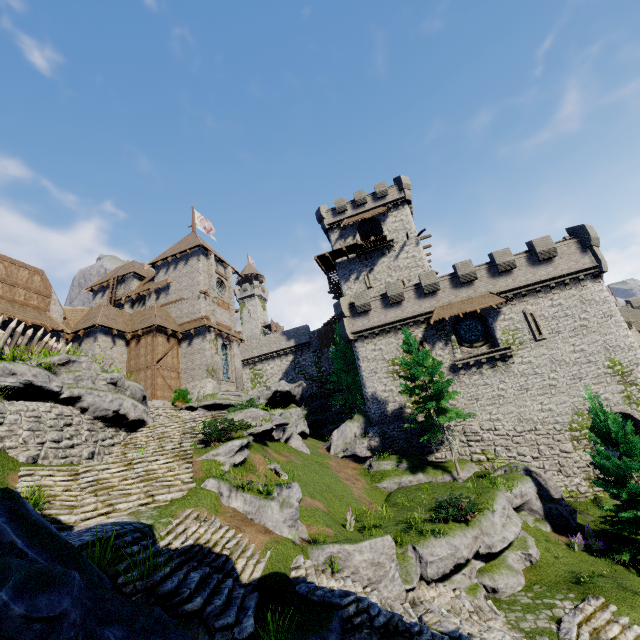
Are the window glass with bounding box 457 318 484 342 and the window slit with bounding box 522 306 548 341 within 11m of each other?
yes

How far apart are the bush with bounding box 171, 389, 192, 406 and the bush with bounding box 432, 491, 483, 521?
19.31m

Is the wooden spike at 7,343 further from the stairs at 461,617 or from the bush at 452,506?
the bush at 452,506

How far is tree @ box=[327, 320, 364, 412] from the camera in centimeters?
3434cm

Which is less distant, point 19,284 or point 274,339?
point 19,284

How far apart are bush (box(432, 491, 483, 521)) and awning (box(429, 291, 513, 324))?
13.2 meters

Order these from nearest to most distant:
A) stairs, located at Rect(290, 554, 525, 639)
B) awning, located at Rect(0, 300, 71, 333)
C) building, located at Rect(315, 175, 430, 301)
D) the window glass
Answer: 1. stairs, located at Rect(290, 554, 525, 639)
2. awning, located at Rect(0, 300, 71, 333)
3. the window glass
4. building, located at Rect(315, 175, 430, 301)

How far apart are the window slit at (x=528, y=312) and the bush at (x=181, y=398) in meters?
27.2 m
